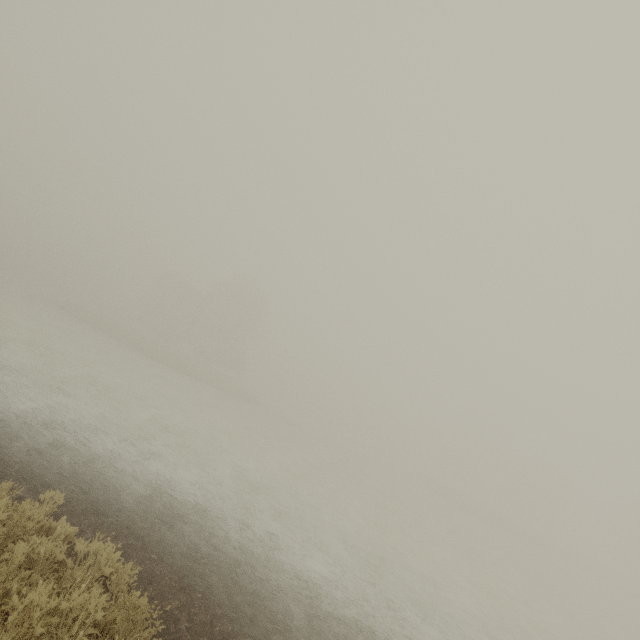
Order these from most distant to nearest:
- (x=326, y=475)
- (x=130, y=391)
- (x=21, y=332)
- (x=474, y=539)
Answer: (x=474, y=539), (x=326, y=475), (x=21, y=332), (x=130, y=391)
